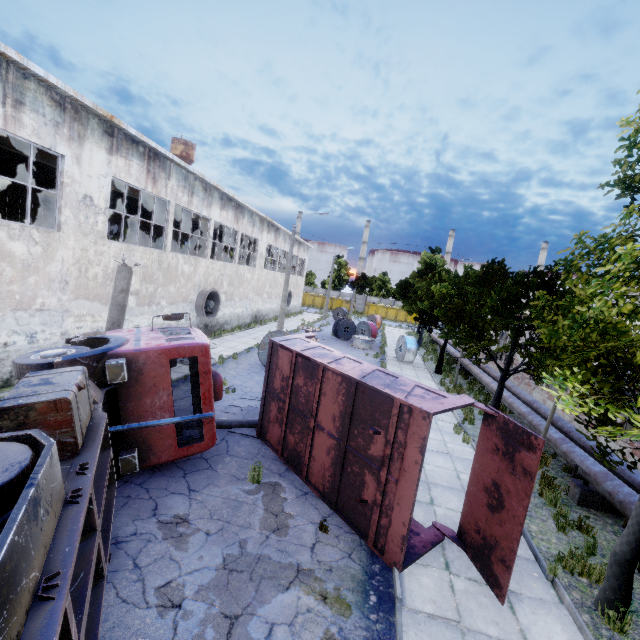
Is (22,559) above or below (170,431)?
above

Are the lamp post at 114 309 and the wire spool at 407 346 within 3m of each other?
no

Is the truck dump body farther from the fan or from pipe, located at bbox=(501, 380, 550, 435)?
the fan

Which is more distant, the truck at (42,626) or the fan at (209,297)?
the fan at (209,297)

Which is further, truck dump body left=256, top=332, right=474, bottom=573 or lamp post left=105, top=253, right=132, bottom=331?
lamp post left=105, top=253, right=132, bottom=331

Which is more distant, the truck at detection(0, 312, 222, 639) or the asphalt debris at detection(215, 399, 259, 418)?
the asphalt debris at detection(215, 399, 259, 418)

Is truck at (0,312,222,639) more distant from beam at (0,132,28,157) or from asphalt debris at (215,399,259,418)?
beam at (0,132,28,157)

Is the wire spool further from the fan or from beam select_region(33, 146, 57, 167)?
beam select_region(33, 146, 57, 167)
